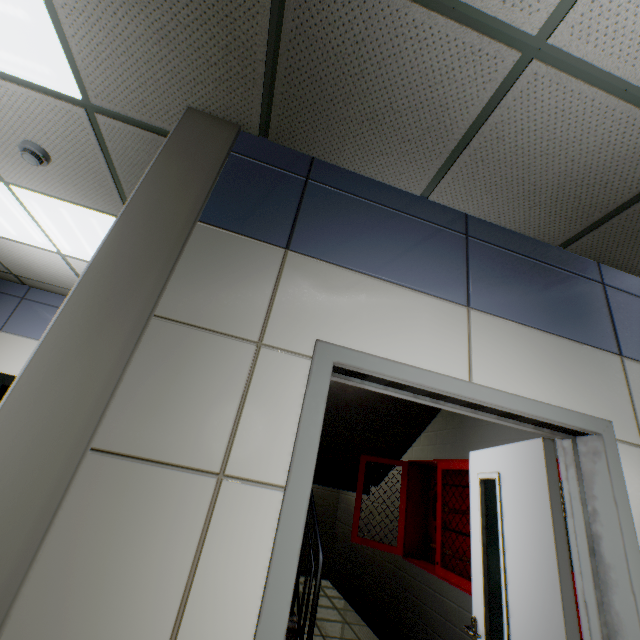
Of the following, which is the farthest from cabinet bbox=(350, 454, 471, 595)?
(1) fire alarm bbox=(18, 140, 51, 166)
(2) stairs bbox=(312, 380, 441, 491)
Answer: (1) fire alarm bbox=(18, 140, 51, 166)

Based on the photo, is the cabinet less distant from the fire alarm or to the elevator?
the elevator

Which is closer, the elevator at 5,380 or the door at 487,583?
the door at 487,583

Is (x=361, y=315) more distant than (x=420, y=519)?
No

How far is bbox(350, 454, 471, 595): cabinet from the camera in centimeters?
306cm

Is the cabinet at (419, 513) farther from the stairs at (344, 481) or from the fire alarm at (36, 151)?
the fire alarm at (36, 151)

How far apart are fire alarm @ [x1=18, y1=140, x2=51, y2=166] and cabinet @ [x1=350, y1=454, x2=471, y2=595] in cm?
418

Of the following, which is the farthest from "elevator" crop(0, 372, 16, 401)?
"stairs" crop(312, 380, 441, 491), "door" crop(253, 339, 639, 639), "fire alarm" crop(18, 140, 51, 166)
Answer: "door" crop(253, 339, 639, 639)
